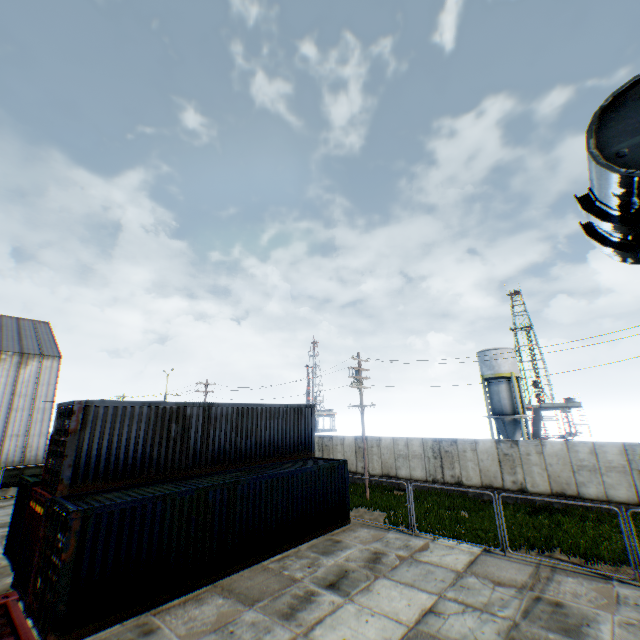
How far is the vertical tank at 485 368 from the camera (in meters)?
35.53

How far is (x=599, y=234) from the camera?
3.09m

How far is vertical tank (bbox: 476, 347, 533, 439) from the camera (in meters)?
35.53

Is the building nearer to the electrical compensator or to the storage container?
the storage container

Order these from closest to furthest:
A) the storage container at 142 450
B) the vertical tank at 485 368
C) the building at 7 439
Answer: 1. the storage container at 142 450
2. the building at 7 439
3. the vertical tank at 485 368

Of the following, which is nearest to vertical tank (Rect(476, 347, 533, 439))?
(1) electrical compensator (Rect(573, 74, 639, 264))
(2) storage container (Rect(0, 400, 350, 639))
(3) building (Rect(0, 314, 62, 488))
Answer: (2) storage container (Rect(0, 400, 350, 639))

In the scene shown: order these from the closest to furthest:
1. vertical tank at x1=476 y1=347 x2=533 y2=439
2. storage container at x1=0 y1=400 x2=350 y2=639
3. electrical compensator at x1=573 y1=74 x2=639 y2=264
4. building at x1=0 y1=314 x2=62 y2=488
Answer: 1. electrical compensator at x1=573 y1=74 x2=639 y2=264
2. storage container at x1=0 y1=400 x2=350 y2=639
3. building at x1=0 y1=314 x2=62 y2=488
4. vertical tank at x1=476 y1=347 x2=533 y2=439
